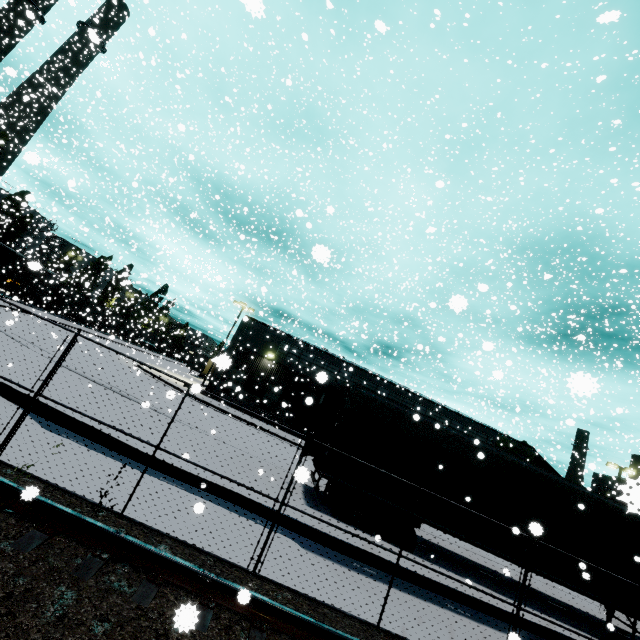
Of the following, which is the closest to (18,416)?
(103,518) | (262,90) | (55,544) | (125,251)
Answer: (103,518)

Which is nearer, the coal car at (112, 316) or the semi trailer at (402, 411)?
the semi trailer at (402, 411)

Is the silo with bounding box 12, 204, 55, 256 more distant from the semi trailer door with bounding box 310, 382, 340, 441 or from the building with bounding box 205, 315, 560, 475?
the semi trailer door with bounding box 310, 382, 340, 441

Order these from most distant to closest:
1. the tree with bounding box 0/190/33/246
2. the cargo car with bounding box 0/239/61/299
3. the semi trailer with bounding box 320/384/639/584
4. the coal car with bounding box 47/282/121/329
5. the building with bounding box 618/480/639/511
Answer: the coal car with bounding box 47/282/121/329 < the cargo car with bounding box 0/239/61/299 < the tree with bounding box 0/190/33/246 < the semi trailer with bounding box 320/384/639/584 < the building with bounding box 618/480/639/511

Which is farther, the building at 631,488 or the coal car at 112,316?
the coal car at 112,316

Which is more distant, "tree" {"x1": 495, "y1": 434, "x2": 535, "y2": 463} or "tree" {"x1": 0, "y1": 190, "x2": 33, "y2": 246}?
"tree" {"x1": 0, "y1": 190, "x2": 33, "y2": 246}

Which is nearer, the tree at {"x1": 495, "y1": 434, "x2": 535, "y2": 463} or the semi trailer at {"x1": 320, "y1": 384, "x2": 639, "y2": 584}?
the semi trailer at {"x1": 320, "y1": 384, "x2": 639, "y2": 584}

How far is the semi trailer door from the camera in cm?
1121
